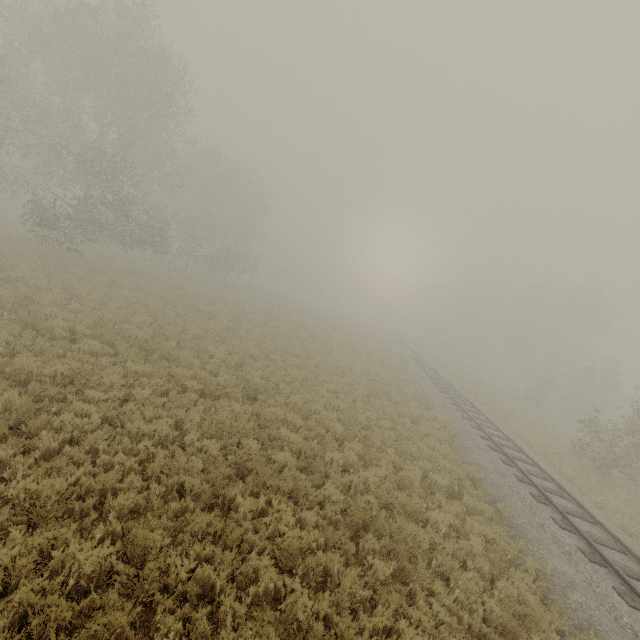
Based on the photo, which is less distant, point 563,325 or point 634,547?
point 634,547
